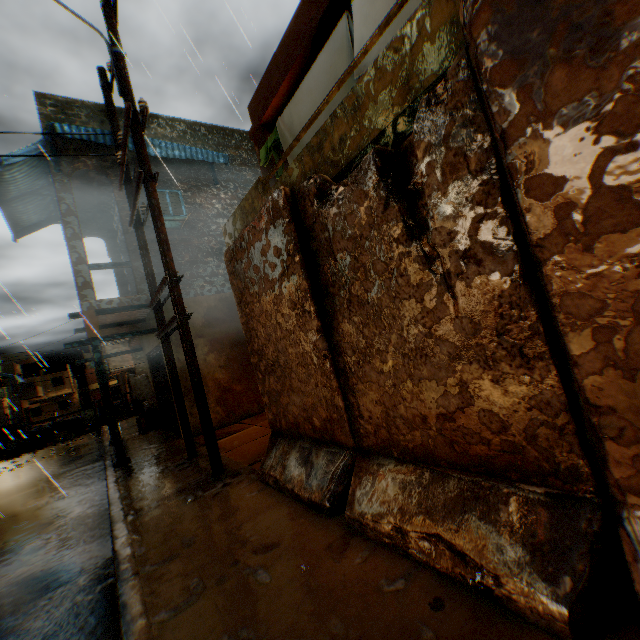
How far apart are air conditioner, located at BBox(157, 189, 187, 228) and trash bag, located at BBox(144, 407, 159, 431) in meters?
6.9 m

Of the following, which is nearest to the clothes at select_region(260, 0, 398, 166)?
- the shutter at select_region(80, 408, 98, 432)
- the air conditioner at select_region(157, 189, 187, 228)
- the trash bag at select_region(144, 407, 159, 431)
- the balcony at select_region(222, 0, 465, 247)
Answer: the balcony at select_region(222, 0, 465, 247)

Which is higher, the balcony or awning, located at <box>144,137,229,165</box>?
awning, located at <box>144,137,229,165</box>

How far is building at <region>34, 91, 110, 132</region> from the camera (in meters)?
8.21

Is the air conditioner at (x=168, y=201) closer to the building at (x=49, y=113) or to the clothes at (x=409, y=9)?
the building at (x=49, y=113)

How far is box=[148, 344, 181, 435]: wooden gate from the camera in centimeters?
994cm

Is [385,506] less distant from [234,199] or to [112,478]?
[112,478]

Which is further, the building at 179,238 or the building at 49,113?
the building at 49,113
